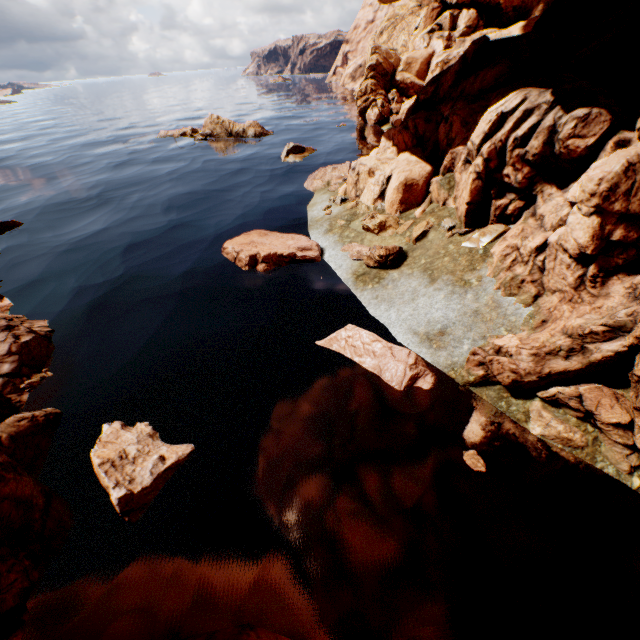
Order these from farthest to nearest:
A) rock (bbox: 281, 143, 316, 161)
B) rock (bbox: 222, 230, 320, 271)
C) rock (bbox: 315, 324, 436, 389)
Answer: rock (bbox: 281, 143, 316, 161), rock (bbox: 222, 230, 320, 271), rock (bbox: 315, 324, 436, 389)

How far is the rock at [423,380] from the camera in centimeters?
977cm

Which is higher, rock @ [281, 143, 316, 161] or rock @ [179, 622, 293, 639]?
rock @ [281, 143, 316, 161]

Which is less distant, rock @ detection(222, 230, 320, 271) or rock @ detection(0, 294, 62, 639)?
rock @ detection(0, 294, 62, 639)

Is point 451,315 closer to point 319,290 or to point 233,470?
point 319,290

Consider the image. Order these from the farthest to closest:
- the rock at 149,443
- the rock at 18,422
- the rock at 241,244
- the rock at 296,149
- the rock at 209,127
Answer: the rock at 209,127 → the rock at 296,149 → the rock at 241,244 → the rock at 149,443 → the rock at 18,422

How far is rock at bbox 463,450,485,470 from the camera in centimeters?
778cm
